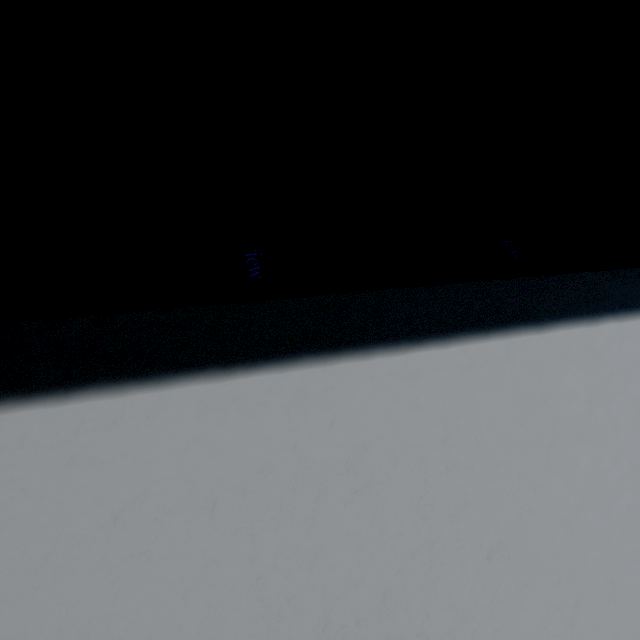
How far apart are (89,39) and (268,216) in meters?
1.3 m
